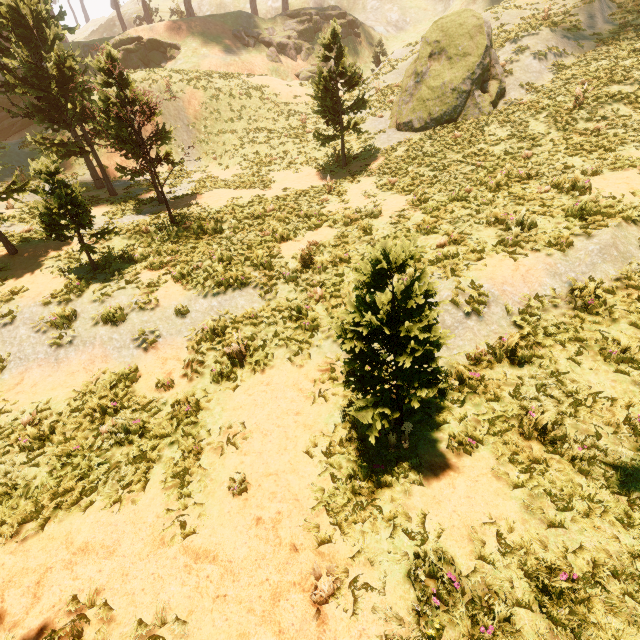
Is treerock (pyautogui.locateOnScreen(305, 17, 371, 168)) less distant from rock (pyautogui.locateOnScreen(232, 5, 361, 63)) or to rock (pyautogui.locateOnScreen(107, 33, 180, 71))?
rock (pyautogui.locateOnScreen(107, 33, 180, 71))

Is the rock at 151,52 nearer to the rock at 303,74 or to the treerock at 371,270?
the treerock at 371,270

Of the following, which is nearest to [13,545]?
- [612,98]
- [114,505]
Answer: [114,505]

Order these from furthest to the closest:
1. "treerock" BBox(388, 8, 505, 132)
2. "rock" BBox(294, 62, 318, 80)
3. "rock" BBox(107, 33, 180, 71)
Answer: "rock" BBox(294, 62, 318, 80), "rock" BBox(107, 33, 180, 71), "treerock" BBox(388, 8, 505, 132)

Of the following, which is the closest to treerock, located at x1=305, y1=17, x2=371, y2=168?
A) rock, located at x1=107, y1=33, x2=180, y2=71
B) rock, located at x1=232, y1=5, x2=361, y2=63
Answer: rock, located at x1=107, y1=33, x2=180, y2=71
